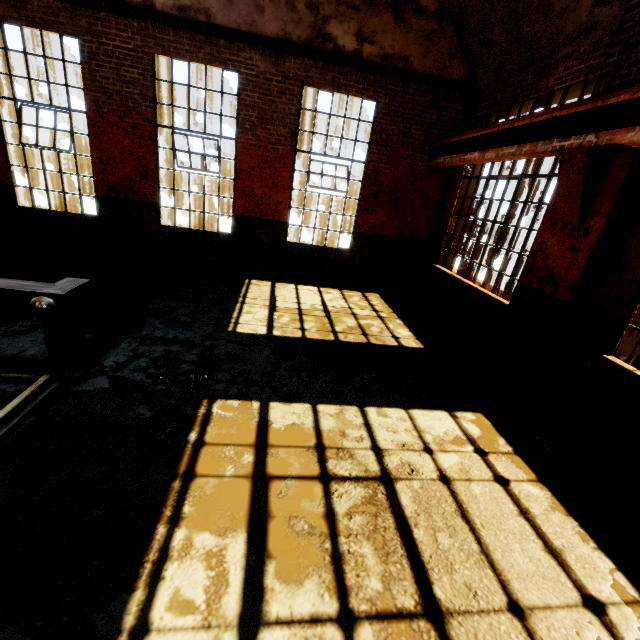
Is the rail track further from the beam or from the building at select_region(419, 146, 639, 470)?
the beam

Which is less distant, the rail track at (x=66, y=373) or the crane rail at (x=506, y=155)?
the rail track at (x=66, y=373)

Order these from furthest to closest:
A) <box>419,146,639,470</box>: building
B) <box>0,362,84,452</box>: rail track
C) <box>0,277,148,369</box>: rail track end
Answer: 1. <box>419,146,639,470</box>: building
2. <box>0,277,148,369</box>: rail track end
3. <box>0,362,84,452</box>: rail track

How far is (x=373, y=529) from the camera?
2.5 meters

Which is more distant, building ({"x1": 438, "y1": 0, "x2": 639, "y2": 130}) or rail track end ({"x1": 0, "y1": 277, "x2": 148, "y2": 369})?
building ({"x1": 438, "y1": 0, "x2": 639, "y2": 130})

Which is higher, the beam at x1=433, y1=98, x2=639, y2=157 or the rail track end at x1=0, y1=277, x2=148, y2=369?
the beam at x1=433, y1=98, x2=639, y2=157

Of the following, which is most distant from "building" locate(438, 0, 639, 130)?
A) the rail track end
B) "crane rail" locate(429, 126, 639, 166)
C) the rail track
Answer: the rail track end

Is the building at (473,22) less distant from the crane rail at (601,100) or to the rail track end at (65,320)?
the crane rail at (601,100)
